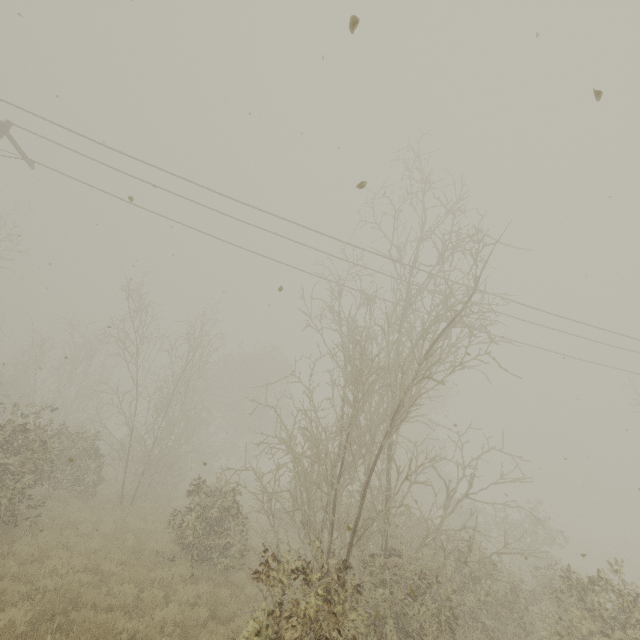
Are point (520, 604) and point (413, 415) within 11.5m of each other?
no
